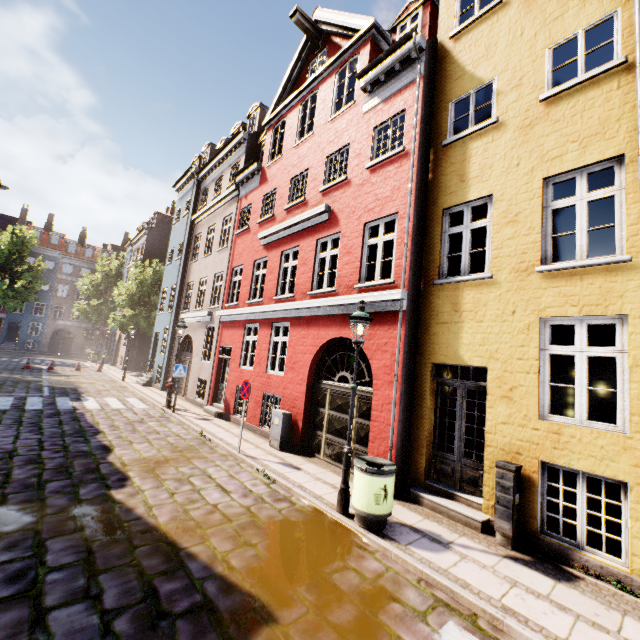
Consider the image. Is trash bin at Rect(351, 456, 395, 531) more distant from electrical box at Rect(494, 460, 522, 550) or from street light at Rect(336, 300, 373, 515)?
electrical box at Rect(494, 460, 522, 550)

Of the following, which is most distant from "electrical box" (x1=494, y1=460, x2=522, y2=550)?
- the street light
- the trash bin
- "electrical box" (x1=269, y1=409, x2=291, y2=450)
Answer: "electrical box" (x1=269, y1=409, x2=291, y2=450)

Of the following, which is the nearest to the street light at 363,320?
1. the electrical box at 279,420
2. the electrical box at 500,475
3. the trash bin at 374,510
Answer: the trash bin at 374,510

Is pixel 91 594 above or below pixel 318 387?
below

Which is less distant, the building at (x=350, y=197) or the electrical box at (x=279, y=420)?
the building at (x=350, y=197)

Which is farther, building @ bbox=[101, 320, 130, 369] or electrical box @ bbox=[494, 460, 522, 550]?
building @ bbox=[101, 320, 130, 369]

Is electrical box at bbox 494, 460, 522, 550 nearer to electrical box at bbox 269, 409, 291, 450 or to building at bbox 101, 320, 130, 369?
building at bbox 101, 320, 130, 369

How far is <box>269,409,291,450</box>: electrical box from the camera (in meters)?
9.27
